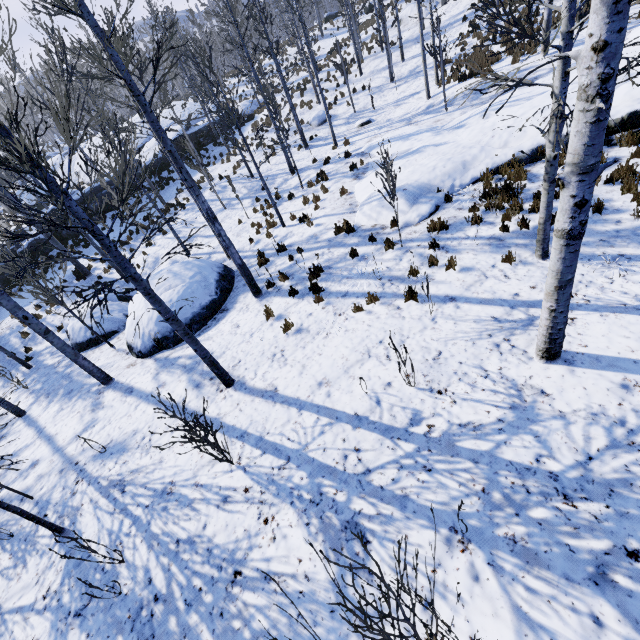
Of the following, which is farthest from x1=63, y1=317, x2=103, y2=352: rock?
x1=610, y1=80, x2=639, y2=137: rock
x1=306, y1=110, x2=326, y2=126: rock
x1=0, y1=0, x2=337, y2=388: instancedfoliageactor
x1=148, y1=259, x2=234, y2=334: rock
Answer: x1=306, y1=110, x2=326, y2=126: rock

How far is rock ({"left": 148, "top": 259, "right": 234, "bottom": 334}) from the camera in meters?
9.4

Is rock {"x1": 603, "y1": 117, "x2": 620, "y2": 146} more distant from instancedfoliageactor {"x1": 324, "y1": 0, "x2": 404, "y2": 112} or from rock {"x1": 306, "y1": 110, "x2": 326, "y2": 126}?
rock {"x1": 306, "y1": 110, "x2": 326, "y2": 126}

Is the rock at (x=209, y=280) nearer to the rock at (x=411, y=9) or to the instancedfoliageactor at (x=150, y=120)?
the instancedfoliageactor at (x=150, y=120)

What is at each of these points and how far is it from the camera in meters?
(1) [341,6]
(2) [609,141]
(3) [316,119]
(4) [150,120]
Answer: (1) instancedfoliageactor, 23.5
(2) rock, 8.4
(3) rock, 21.8
(4) instancedfoliageactor, 6.6

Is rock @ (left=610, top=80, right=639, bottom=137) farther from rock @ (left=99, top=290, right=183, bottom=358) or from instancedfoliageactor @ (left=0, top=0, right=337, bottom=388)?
rock @ (left=99, top=290, right=183, bottom=358)

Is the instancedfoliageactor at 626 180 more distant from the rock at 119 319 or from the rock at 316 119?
the rock at 316 119
